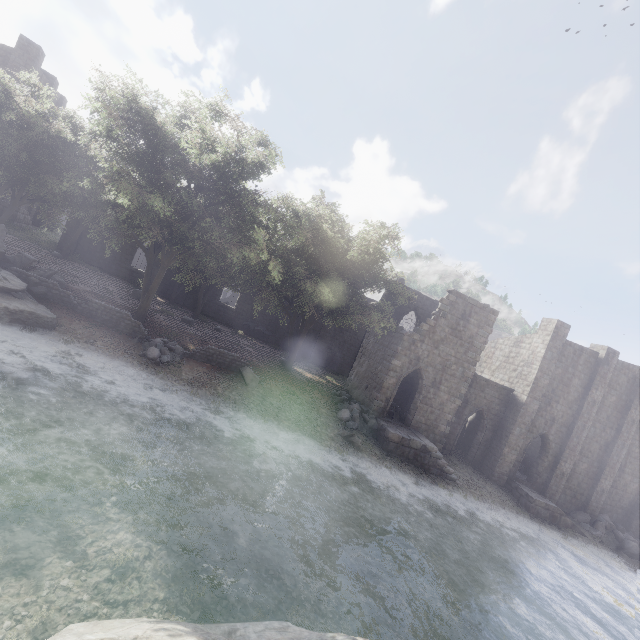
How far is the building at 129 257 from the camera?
27.8 meters

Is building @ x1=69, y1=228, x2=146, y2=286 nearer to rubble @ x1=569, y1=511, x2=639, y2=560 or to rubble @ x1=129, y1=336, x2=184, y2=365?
rubble @ x1=569, y1=511, x2=639, y2=560

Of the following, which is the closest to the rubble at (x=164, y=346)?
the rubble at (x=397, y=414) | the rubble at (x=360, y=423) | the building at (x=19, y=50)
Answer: the rubble at (x=360, y=423)

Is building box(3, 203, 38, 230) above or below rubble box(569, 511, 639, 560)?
above

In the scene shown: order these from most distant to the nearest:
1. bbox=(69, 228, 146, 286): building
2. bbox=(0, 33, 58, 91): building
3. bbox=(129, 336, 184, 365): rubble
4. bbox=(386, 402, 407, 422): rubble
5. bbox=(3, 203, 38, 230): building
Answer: bbox=(69, 228, 146, 286): building
bbox=(3, 203, 38, 230): building
bbox=(0, 33, 58, 91): building
bbox=(386, 402, 407, 422): rubble
bbox=(129, 336, 184, 365): rubble

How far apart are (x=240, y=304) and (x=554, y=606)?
28.8 meters

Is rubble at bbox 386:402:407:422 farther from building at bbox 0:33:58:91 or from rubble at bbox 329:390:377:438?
rubble at bbox 329:390:377:438

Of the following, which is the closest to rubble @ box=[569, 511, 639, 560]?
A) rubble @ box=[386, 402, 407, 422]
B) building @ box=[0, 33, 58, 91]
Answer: building @ box=[0, 33, 58, 91]
